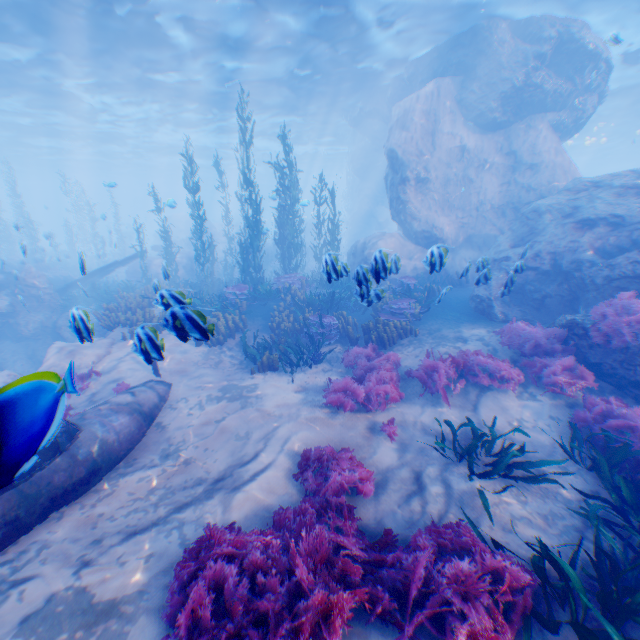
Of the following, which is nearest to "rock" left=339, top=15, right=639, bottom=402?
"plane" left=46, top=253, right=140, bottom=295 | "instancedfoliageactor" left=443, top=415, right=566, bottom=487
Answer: "plane" left=46, top=253, right=140, bottom=295

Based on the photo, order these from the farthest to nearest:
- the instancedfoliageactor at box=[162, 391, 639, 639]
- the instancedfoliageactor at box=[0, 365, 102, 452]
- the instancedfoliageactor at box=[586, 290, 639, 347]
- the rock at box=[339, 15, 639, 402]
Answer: the rock at box=[339, 15, 639, 402], the instancedfoliageactor at box=[586, 290, 639, 347], the instancedfoliageactor at box=[162, 391, 639, 639], the instancedfoliageactor at box=[0, 365, 102, 452]

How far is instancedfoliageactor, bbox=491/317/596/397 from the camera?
6.60m

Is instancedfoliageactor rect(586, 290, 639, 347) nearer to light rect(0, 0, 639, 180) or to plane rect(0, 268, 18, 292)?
plane rect(0, 268, 18, 292)

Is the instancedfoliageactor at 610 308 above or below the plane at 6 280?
above

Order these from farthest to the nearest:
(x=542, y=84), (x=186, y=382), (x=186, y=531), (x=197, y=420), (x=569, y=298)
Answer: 1. (x=542, y=84)
2. (x=569, y=298)
3. (x=186, y=382)
4. (x=197, y=420)
5. (x=186, y=531)

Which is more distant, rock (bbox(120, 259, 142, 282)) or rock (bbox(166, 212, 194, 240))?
rock (bbox(166, 212, 194, 240))

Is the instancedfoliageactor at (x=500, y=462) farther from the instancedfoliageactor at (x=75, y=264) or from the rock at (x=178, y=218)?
the rock at (x=178, y=218)
